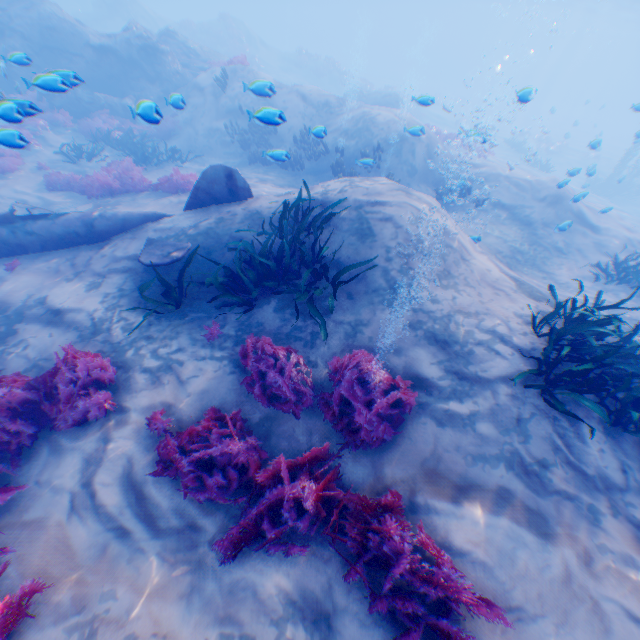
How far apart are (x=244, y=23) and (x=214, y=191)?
37.8 meters

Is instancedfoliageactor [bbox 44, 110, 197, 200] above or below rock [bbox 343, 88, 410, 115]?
below

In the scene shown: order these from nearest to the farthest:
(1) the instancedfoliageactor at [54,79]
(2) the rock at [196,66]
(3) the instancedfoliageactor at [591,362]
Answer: (3) the instancedfoliageactor at [591,362], (1) the instancedfoliageactor at [54,79], (2) the rock at [196,66]

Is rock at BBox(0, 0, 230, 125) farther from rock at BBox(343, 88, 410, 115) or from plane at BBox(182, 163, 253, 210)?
rock at BBox(343, 88, 410, 115)

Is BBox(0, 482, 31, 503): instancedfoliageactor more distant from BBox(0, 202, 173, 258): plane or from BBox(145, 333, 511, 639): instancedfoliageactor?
BBox(145, 333, 511, 639): instancedfoliageactor

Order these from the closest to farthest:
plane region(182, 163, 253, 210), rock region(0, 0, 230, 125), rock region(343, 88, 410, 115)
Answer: plane region(182, 163, 253, 210)
rock region(0, 0, 230, 125)
rock region(343, 88, 410, 115)

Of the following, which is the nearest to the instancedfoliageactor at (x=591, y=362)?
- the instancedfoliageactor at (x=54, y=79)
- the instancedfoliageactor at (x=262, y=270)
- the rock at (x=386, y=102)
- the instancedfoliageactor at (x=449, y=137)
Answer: the instancedfoliageactor at (x=262, y=270)

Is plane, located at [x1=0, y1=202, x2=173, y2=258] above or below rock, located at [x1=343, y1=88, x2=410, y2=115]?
below
